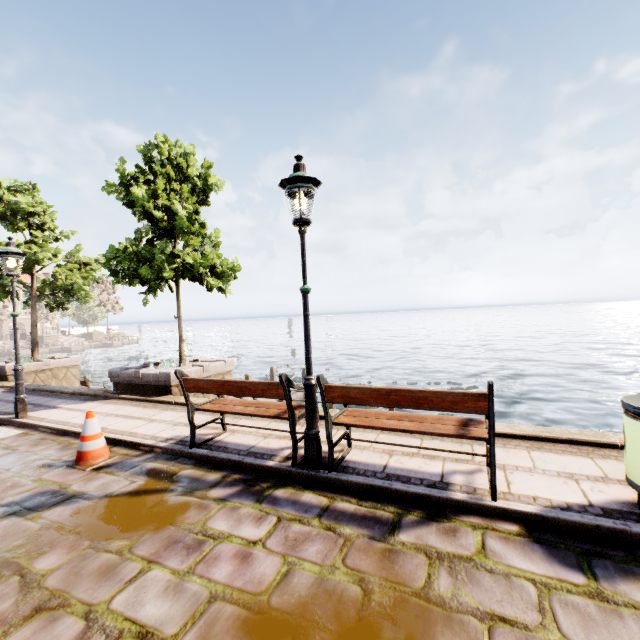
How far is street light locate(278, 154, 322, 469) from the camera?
3.83m

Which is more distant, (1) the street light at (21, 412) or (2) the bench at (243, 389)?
(1) the street light at (21, 412)

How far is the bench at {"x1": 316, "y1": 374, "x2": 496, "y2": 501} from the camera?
3.1m

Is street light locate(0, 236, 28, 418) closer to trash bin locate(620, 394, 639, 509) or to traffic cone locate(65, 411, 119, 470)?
traffic cone locate(65, 411, 119, 470)

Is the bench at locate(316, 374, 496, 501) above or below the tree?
below

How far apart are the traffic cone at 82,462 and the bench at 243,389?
1.2m

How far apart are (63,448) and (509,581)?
6.44m

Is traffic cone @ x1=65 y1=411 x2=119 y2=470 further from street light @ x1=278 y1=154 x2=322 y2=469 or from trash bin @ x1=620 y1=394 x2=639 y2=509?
trash bin @ x1=620 y1=394 x2=639 y2=509
